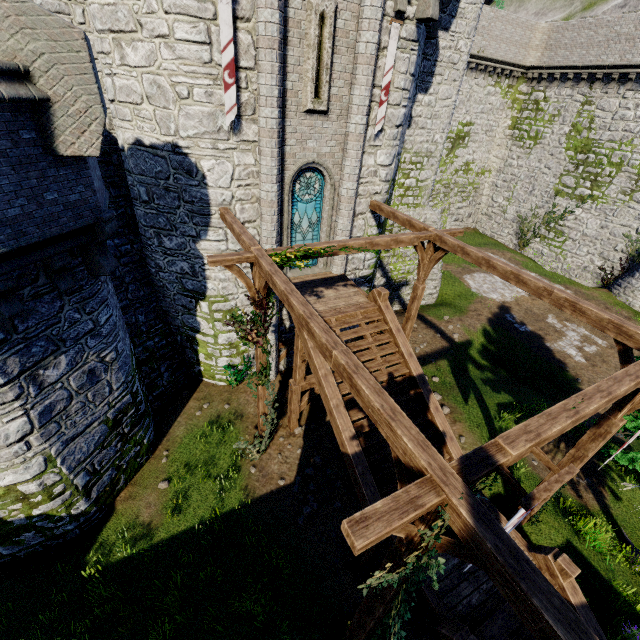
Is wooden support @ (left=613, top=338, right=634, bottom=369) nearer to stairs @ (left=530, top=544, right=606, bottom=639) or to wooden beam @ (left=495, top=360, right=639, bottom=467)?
wooden beam @ (left=495, top=360, right=639, bottom=467)

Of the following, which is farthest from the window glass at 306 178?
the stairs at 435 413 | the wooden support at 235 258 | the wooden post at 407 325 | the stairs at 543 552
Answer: the stairs at 543 552

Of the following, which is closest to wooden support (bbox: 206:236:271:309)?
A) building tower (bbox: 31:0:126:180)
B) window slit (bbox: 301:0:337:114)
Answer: window slit (bbox: 301:0:337:114)

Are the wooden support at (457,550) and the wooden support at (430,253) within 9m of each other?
yes

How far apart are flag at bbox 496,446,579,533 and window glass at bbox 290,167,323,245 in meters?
9.9

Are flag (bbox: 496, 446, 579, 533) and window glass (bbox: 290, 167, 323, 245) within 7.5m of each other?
no

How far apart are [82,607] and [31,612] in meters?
1.2 m

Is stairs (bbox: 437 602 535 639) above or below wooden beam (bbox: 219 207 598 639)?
below
